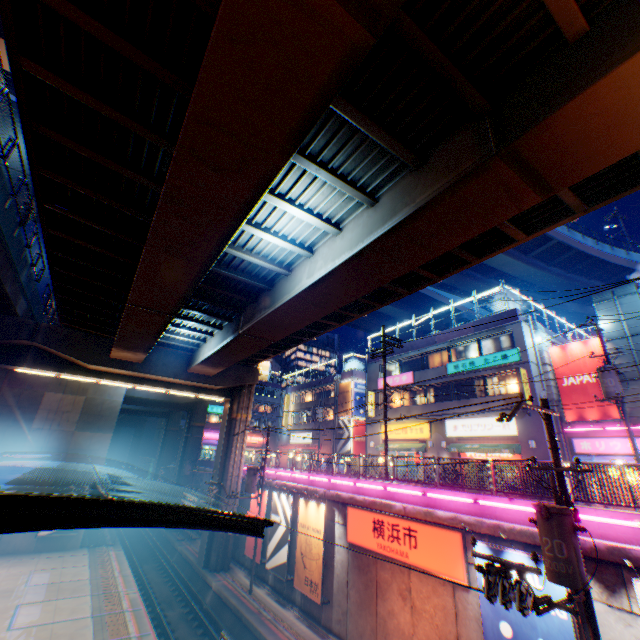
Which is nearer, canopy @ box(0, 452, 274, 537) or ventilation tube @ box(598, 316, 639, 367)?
canopy @ box(0, 452, 274, 537)

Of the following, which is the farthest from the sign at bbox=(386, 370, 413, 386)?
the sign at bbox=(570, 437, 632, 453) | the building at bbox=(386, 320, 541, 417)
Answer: the sign at bbox=(570, 437, 632, 453)

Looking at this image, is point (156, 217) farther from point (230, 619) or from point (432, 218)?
point (230, 619)

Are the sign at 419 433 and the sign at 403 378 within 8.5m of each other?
yes

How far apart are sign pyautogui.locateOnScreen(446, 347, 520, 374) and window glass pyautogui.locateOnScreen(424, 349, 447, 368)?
0.60m

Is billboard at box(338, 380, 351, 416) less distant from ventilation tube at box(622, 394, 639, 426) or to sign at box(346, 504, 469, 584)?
sign at box(346, 504, 469, 584)

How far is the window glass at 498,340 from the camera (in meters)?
23.98

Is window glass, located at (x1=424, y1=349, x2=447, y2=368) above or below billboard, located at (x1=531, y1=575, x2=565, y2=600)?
above
